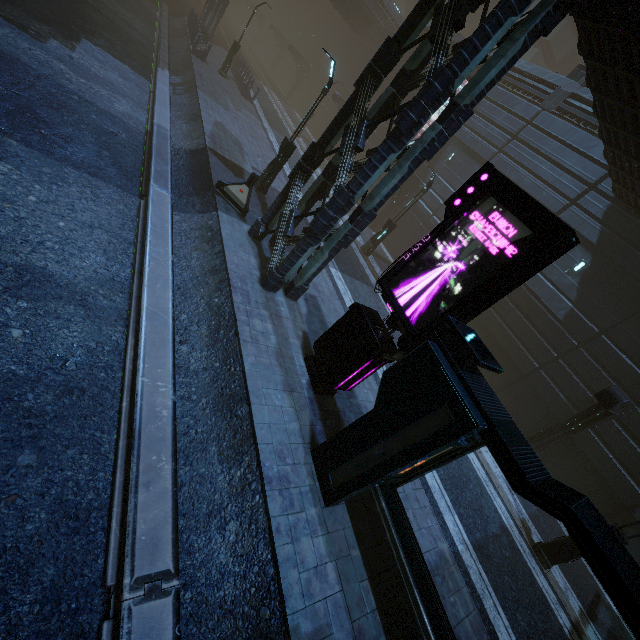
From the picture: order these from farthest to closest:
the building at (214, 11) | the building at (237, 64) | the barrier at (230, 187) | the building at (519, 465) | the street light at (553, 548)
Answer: the building at (237, 64) < the building at (214, 11) < the barrier at (230, 187) < the street light at (553, 548) < the building at (519, 465)

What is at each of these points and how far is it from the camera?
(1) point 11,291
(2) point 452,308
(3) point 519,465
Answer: (1) train rail, 5.95m
(2) sign, 6.13m
(3) building, 4.37m

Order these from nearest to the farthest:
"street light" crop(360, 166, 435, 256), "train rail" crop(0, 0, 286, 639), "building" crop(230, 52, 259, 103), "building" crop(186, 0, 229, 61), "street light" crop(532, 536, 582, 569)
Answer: "train rail" crop(0, 0, 286, 639) < "street light" crop(532, 536, 582, 569) < "street light" crop(360, 166, 435, 256) < "building" crop(186, 0, 229, 61) < "building" crop(230, 52, 259, 103)

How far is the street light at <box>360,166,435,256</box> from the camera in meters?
17.0

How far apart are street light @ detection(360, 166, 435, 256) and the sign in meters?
10.8

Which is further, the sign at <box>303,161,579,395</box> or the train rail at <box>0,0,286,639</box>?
the sign at <box>303,161,579,395</box>

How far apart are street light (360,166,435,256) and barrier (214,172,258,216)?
8.8 meters

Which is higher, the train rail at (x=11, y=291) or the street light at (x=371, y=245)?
the street light at (x=371, y=245)
